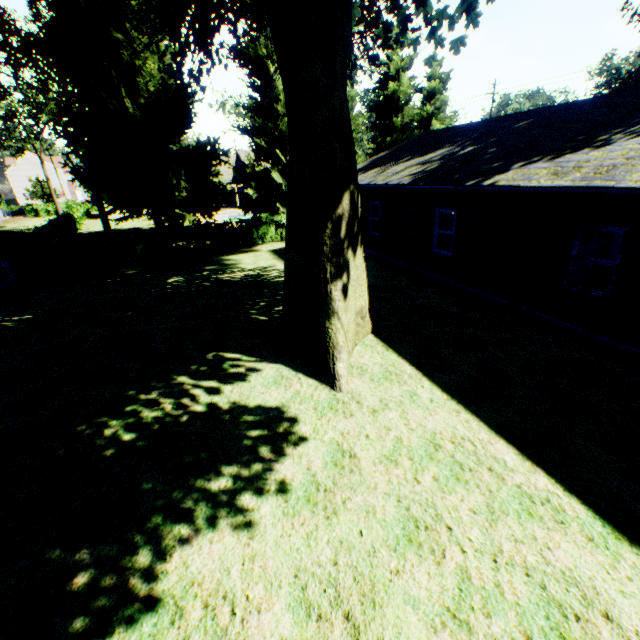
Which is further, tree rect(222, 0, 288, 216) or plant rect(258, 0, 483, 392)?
tree rect(222, 0, 288, 216)

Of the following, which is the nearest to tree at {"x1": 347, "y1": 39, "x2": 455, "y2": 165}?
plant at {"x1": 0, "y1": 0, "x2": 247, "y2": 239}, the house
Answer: plant at {"x1": 0, "y1": 0, "x2": 247, "y2": 239}

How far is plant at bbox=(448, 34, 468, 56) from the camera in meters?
11.3 m

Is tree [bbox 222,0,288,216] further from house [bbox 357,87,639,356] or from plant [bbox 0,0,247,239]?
house [bbox 357,87,639,356]

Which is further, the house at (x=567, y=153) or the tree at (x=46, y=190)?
the tree at (x=46, y=190)

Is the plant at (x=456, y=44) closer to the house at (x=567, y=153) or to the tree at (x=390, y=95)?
the tree at (x=390, y=95)

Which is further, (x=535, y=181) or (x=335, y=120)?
(x=535, y=181)
